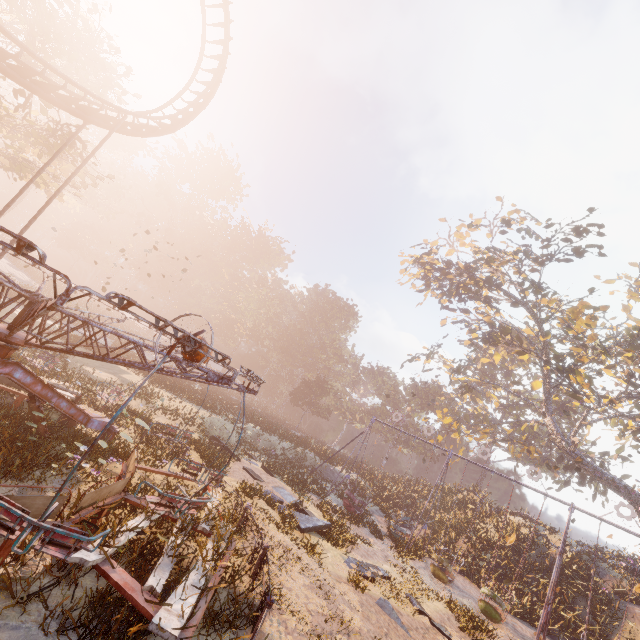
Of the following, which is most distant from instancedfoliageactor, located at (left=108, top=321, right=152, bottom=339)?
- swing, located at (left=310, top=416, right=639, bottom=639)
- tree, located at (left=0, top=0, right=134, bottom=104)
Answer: tree, located at (left=0, top=0, right=134, bottom=104)

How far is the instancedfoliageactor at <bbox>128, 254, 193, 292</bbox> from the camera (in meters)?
56.25

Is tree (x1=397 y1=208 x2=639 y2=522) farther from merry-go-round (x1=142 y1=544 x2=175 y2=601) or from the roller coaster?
the roller coaster

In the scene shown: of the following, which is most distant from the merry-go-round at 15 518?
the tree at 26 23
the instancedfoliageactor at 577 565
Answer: the instancedfoliageactor at 577 565

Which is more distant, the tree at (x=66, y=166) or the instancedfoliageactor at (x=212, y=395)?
the instancedfoliageactor at (x=212, y=395)

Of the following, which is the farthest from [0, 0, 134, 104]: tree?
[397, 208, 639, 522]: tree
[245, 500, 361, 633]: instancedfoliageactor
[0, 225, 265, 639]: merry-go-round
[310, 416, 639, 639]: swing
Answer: [397, 208, 639, 522]: tree

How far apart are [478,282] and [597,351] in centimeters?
1608cm

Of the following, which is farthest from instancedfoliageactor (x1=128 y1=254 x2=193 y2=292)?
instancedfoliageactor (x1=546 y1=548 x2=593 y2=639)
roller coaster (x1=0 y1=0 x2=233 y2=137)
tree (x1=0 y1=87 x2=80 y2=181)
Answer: instancedfoliageactor (x1=546 y1=548 x2=593 y2=639)
